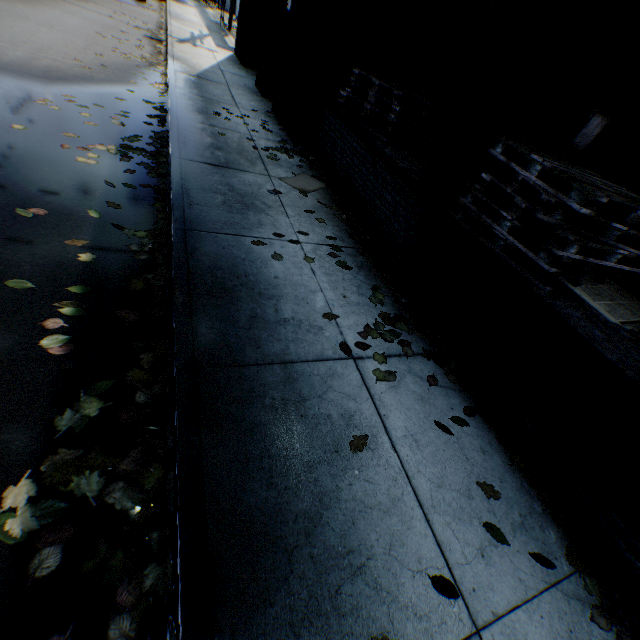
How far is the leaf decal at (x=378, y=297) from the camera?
3.6 meters

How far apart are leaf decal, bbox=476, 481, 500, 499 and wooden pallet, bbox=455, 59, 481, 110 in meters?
0.8 m

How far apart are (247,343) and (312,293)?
1.0 meters

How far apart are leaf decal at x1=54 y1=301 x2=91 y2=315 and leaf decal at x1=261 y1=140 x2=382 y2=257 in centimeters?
154cm

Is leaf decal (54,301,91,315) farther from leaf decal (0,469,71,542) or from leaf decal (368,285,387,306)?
leaf decal (368,285,387,306)

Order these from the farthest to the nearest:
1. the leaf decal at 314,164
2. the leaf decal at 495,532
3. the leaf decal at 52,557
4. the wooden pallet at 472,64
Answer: the leaf decal at 314,164, the wooden pallet at 472,64, the leaf decal at 495,532, the leaf decal at 52,557

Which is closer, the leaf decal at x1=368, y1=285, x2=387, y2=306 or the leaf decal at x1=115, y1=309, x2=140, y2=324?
the leaf decal at x1=115, y1=309, x2=140, y2=324

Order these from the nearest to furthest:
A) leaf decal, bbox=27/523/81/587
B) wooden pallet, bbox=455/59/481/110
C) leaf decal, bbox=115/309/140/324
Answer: leaf decal, bbox=27/523/81/587 < leaf decal, bbox=115/309/140/324 < wooden pallet, bbox=455/59/481/110
